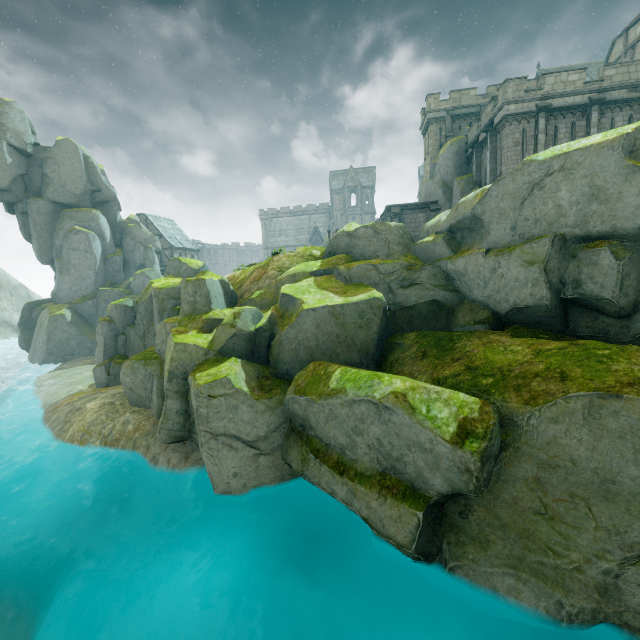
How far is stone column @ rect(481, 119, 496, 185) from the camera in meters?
22.3 m

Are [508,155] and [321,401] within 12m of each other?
no

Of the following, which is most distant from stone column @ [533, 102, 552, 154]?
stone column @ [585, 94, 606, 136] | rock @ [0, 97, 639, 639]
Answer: rock @ [0, 97, 639, 639]

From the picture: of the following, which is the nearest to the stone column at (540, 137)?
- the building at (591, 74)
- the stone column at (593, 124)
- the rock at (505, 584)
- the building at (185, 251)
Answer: the stone column at (593, 124)

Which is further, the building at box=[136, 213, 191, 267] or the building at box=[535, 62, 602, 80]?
the building at box=[136, 213, 191, 267]

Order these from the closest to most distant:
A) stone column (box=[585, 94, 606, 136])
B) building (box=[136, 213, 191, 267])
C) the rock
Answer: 1. the rock
2. stone column (box=[585, 94, 606, 136])
3. building (box=[136, 213, 191, 267])

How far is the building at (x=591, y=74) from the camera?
49.21m

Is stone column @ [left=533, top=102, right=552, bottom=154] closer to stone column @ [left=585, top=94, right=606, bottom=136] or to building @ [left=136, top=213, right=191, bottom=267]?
stone column @ [left=585, top=94, right=606, bottom=136]
